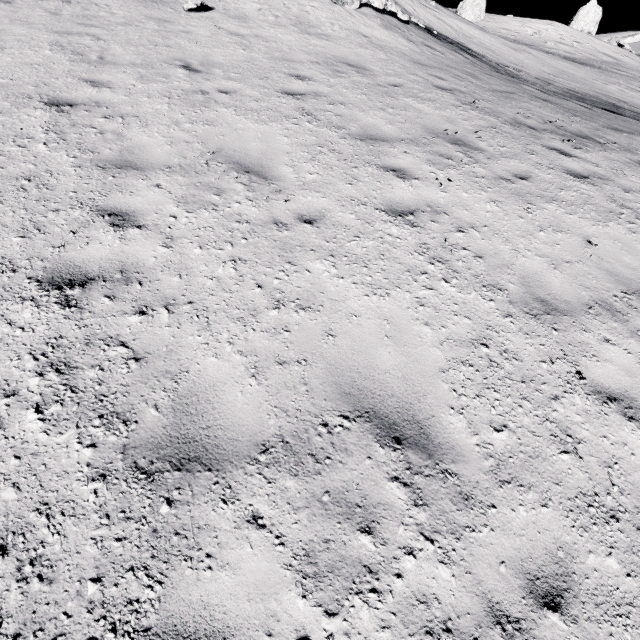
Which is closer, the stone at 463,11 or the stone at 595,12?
the stone at 463,11

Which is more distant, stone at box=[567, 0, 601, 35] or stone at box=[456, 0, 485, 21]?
stone at box=[567, 0, 601, 35]

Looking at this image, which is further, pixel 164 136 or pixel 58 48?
pixel 58 48
